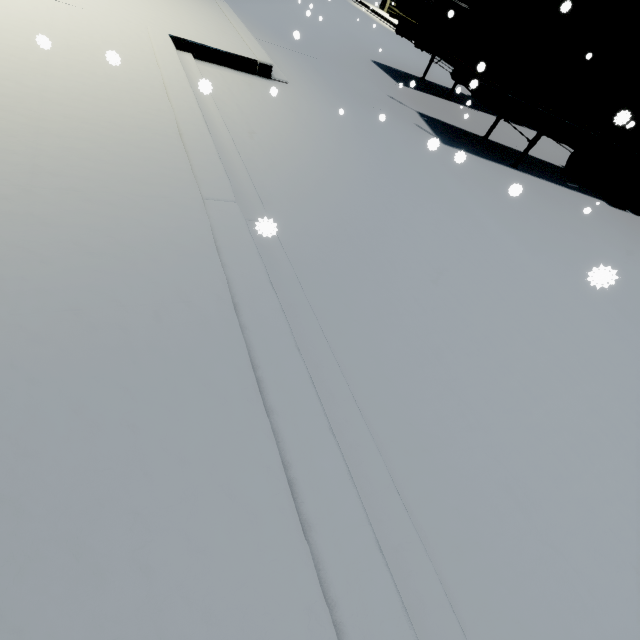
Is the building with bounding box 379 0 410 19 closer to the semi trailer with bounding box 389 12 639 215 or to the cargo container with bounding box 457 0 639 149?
the semi trailer with bounding box 389 12 639 215

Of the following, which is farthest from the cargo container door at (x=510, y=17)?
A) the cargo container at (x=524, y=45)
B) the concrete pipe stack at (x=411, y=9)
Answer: the concrete pipe stack at (x=411, y=9)

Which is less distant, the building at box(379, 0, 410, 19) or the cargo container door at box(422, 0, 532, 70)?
the cargo container door at box(422, 0, 532, 70)

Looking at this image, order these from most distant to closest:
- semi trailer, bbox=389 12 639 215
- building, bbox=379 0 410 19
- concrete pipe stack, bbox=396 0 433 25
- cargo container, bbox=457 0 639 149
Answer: building, bbox=379 0 410 19 → concrete pipe stack, bbox=396 0 433 25 → semi trailer, bbox=389 12 639 215 → cargo container, bbox=457 0 639 149

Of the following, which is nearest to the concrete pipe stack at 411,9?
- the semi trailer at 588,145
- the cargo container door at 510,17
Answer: the semi trailer at 588,145

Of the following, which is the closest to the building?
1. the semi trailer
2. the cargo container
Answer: the semi trailer

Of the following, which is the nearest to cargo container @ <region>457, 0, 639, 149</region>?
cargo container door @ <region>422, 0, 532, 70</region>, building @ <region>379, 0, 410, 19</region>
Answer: cargo container door @ <region>422, 0, 532, 70</region>

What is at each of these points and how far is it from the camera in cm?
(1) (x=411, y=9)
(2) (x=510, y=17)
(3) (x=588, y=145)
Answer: (1) concrete pipe stack, 1062
(2) cargo container door, 664
(3) semi trailer, 934
